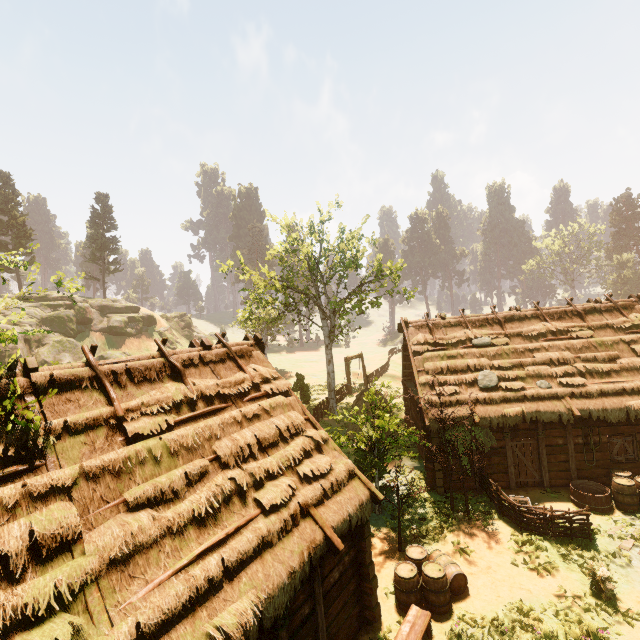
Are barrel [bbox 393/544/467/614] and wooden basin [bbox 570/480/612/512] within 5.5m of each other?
no

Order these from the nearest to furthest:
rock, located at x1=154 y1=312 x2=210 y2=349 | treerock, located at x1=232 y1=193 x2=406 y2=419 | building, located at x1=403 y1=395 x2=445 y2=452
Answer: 1. building, located at x1=403 y1=395 x2=445 y2=452
2. treerock, located at x1=232 y1=193 x2=406 y2=419
3. rock, located at x1=154 y1=312 x2=210 y2=349

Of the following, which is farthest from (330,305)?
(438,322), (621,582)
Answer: (621,582)

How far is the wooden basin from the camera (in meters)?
12.14

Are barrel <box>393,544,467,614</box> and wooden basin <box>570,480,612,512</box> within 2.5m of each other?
no

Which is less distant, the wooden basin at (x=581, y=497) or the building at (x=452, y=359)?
the wooden basin at (x=581, y=497)

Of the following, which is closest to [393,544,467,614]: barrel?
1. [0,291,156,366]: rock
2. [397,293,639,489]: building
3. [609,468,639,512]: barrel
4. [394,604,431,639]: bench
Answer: [394,604,431,639]: bench

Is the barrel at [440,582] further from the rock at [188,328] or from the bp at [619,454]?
the rock at [188,328]
